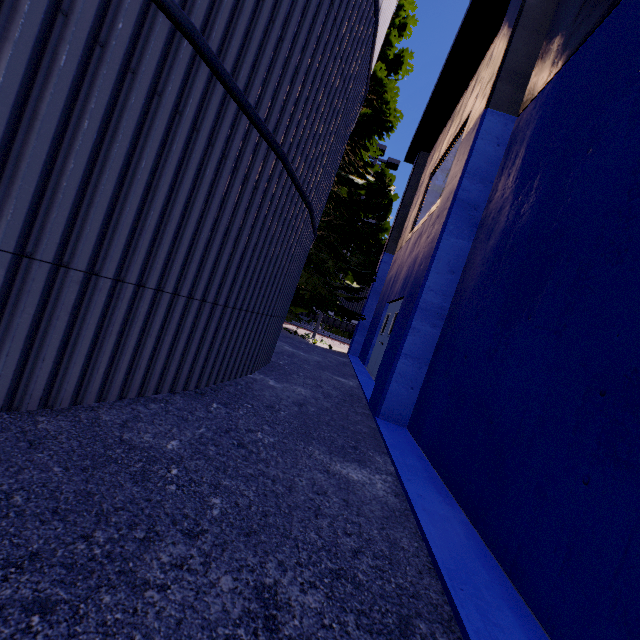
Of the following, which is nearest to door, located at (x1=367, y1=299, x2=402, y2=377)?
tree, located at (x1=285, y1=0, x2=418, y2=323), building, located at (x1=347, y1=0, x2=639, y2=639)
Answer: building, located at (x1=347, y1=0, x2=639, y2=639)

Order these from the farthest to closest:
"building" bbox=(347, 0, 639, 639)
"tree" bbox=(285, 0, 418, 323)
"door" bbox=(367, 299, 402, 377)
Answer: "tree" bbox=(285, 0, 418, 323)
"door" bbox=(367, 299, 402, 377)
"building" bbox=(347, 0, 639, 639)

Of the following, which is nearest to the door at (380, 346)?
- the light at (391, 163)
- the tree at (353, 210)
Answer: the tree at (353, 210)

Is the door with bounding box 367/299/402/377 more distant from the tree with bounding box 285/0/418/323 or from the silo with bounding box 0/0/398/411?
the silo with bounding box 0/0/398/411

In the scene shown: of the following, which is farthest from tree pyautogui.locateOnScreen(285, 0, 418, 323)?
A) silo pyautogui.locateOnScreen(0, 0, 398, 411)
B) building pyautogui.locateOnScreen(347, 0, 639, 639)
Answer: building pyautogui.locateOnScreen(347, 0, 639, 639)

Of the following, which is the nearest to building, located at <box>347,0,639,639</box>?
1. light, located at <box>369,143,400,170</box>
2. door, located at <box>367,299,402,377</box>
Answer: door, located at <box>367,299,402,377</box>

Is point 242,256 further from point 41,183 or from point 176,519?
point 176,519

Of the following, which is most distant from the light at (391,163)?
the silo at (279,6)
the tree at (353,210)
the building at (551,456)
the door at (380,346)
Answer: the door at (380,346)
